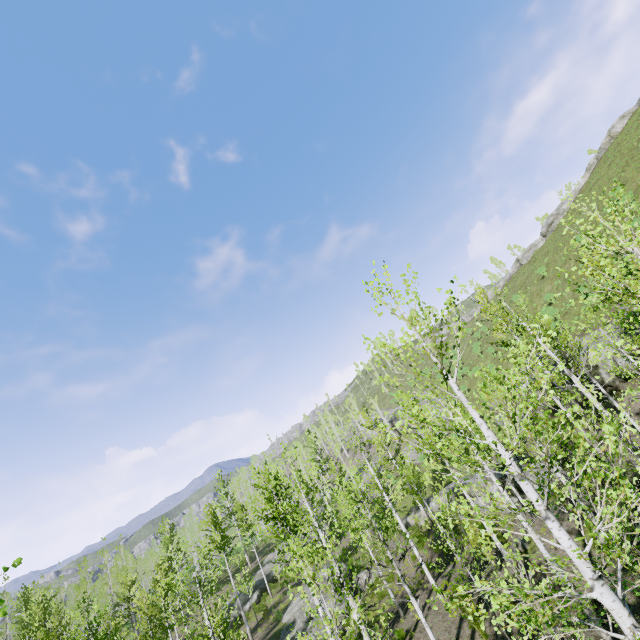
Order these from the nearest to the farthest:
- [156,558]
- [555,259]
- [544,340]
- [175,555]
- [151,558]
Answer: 1. [544,340]
2. [555,259]
3. [151,558]
4. [175,555]
5. [156,558]

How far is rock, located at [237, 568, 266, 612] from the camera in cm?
3036

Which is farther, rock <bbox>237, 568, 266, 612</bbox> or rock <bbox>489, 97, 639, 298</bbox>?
rock <bbox>489, 97, 639, 298</bbox>

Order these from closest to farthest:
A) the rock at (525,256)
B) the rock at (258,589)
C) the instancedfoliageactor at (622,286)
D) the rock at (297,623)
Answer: the instancedfoliageactor at (622,286)
the rock at (297,623)
the rock at (258,589)
the rock at (525,256)

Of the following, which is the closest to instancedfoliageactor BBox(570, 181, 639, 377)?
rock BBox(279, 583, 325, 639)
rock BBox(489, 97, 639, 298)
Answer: rock BBox(279, 583, 325, 639)

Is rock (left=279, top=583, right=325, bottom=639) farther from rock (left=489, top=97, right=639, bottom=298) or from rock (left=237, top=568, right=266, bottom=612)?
rock (left=489, top=97, right=639, bottom=298)

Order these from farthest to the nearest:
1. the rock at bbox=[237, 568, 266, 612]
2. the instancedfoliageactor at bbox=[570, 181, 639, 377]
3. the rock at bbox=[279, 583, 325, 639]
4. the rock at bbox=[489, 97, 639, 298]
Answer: the rock at bbox=[489, 97, 639, 298]
the rock at bbox=[237, 568, 266, 612]
the rock at bbox=[279, 583, 325, 639]
the instancedfoliageactor at bbox=[570, 181, 639, 377]

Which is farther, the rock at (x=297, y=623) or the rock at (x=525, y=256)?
the rock at (x=525, y=256)
